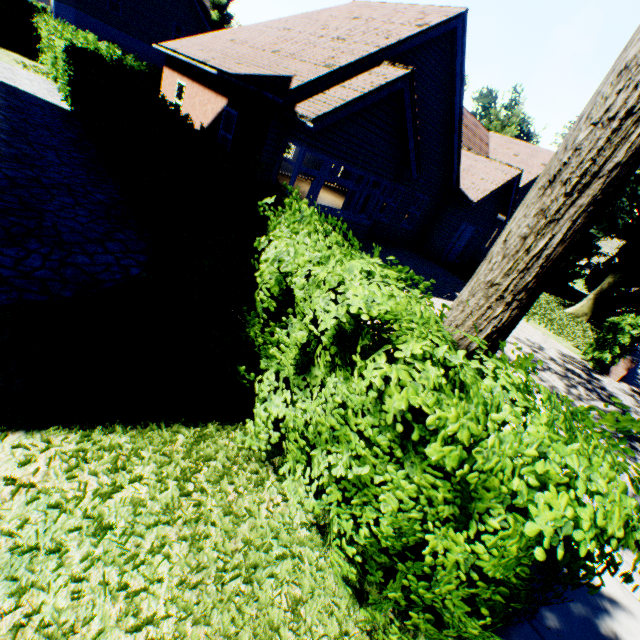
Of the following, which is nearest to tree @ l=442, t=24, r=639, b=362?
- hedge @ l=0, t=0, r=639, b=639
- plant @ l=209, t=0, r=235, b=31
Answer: hedge @ l=0, t=0, r=639, b=639

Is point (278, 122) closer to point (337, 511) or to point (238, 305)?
point (238, 305)

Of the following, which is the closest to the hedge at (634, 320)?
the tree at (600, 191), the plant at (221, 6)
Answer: the tree at (600, 191)

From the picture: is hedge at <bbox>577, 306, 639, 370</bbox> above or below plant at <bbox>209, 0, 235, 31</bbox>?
below

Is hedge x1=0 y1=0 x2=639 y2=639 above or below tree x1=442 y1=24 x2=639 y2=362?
below

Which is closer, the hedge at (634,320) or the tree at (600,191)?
the tree at (600,191)
